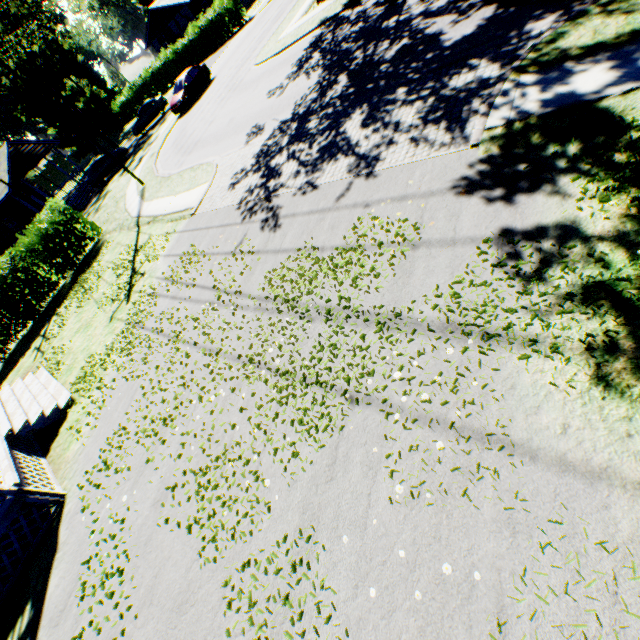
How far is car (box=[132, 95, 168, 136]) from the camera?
32.1m

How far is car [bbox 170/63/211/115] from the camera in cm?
2527

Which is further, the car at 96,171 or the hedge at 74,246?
the car at 96,171

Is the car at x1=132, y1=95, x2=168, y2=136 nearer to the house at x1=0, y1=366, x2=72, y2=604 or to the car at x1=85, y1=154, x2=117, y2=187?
the car at x1=85, y1=154, x2=117, y2=187

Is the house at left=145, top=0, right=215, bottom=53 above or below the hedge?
above

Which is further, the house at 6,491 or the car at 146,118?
the car at 146,118

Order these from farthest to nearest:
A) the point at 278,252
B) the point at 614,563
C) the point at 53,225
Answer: the point at 53,225, the point at 278,252, the point at 614,563

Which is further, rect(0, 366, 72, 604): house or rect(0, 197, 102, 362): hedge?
rect(0, 197, 102, 362): hedge
